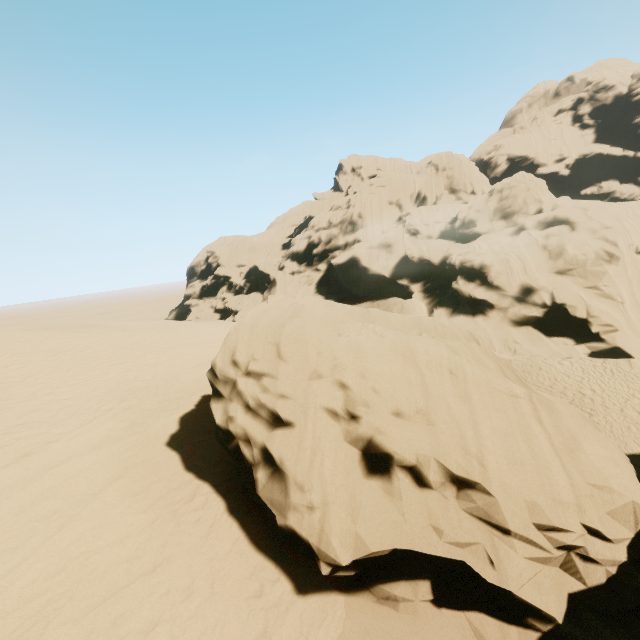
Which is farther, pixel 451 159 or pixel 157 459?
pixel 451 159
